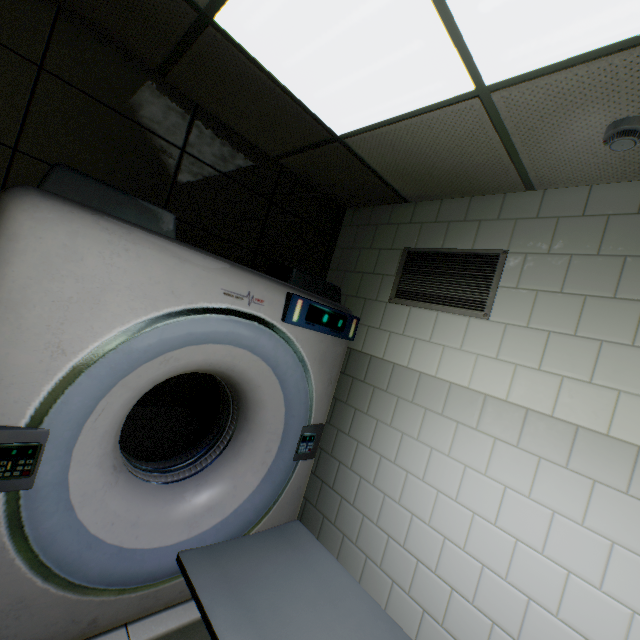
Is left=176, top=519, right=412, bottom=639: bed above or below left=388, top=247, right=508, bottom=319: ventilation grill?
below

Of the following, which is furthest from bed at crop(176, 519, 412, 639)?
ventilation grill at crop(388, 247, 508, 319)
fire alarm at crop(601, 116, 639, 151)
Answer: fire alarm at crop(601, 116, 639, 151)

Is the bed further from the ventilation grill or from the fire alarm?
the fire alarm

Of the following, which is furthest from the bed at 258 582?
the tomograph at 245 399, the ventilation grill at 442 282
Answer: the ventilation grill at 442 282

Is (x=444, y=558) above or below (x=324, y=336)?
below

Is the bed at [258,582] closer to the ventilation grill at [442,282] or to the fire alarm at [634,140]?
the ventilation grill at [442,282]

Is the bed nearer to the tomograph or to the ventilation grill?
the tomograph
